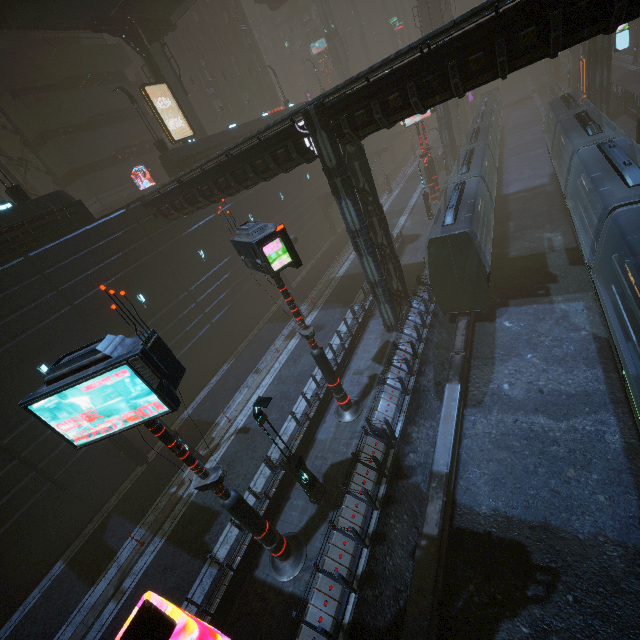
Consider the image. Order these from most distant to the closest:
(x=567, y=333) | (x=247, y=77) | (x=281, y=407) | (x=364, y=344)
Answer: (x=247, y=77)
(x=364, y=344)
(x=281, y=407)
(x=567, y=333)

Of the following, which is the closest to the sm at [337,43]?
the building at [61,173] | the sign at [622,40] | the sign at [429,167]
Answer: the building at [61,173]

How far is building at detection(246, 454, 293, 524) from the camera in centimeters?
1220cm

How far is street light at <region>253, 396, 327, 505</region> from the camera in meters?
9.5

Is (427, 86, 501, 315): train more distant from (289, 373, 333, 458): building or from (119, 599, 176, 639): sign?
(119, 599, 176, 639): sign

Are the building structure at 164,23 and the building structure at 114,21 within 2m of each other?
yes

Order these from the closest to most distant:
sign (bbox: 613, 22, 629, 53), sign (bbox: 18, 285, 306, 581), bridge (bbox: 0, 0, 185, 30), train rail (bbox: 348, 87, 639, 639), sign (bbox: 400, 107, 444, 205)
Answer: sign (bbox: 18, 285, 306, 581)
train rail (bbox: 348, 87, 639, 639)
bridge (bbox: 0, 0, 185, 30)
sign (bbox: 613, 22, 629, 53)
sign (bbox: 400, 107, 444, 205)
